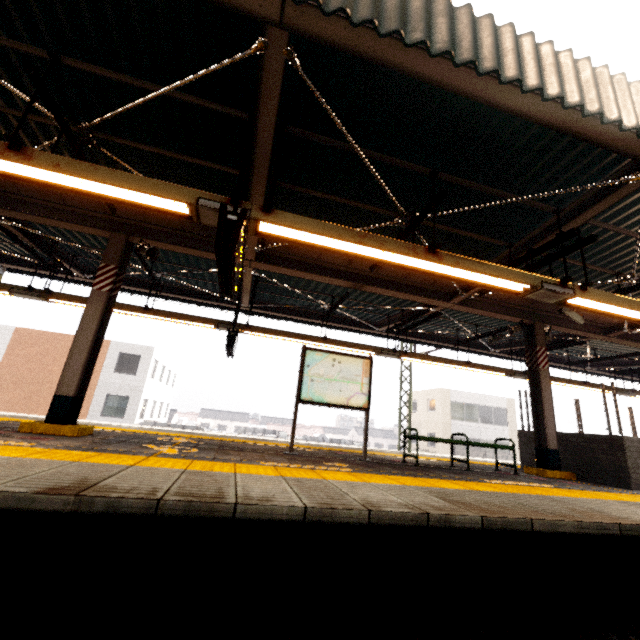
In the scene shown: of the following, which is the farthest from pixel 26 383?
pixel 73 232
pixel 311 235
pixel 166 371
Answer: pixel 311 235

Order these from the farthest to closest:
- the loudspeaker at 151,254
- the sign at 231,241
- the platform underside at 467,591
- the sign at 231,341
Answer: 1. the sign at 231,341
2. the loudspeaker at 151,254
3. the sign at 231,241
4. the platform underside at 467,591

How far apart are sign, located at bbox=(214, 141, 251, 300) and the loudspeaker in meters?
2.5

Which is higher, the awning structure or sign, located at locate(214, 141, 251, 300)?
the awning structure

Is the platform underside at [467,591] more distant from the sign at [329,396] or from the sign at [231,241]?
the sign at [329,396]

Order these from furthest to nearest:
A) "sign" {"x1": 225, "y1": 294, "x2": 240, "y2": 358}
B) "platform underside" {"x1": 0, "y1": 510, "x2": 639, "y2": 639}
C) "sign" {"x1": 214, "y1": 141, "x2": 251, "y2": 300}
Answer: "sign" {"x1": 225, "y1": 294, "x2": 240, "y2": 358}, "sign" {"x1": 214, "y1": 141, "x2": 251, "y2": 300}, "platform underside" {"x1": 0, "y1": 510, "x2": 639, "y2": 639}

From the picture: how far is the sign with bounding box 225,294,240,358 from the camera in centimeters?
807cm

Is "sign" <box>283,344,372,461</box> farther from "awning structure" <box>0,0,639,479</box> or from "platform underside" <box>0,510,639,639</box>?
"platform underside" <box>0,510,639,639</box>
